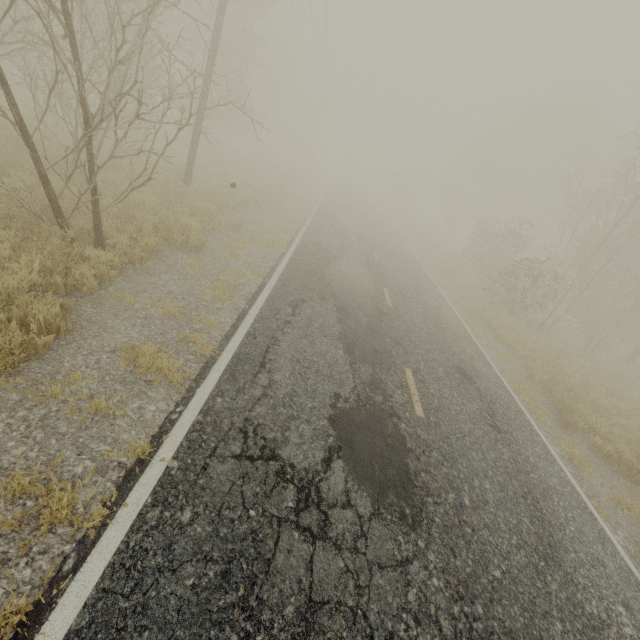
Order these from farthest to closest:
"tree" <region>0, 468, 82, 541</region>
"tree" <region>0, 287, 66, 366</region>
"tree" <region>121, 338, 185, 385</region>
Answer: "tree" <region>121, 338, 185, 385</region>, "tree" <region>0, 287, 66, 366</region>, "tree" <region>0, 468, 82, 541</region>

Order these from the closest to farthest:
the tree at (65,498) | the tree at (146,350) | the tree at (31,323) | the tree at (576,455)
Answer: the tree at (65,498) → the tree at (31,323) → the tree at (146,350) → the tree at (576,455)

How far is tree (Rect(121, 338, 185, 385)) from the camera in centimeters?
446cm

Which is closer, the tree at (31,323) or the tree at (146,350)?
the tree at (31,323)

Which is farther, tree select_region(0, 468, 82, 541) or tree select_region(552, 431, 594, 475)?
tree select_region(552, 431, 594, 475)

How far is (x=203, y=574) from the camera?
2.76m
